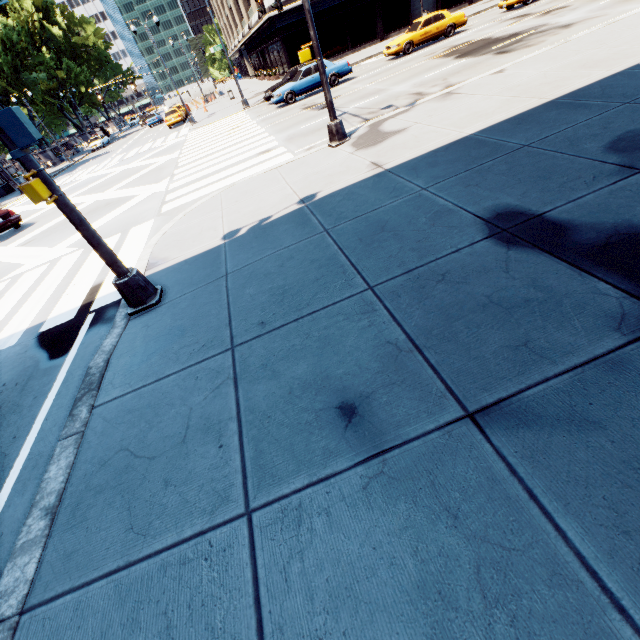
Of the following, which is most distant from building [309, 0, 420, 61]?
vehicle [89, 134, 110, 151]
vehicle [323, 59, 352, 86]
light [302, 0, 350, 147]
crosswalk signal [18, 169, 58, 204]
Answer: crosswalk signal [18, 169, 58, 204]

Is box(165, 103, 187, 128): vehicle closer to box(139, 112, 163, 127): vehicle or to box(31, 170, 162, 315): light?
box(139, 112, 163, 127): vehicle

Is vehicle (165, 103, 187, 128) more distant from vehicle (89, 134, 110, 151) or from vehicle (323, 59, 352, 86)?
vehicle (323, 59, 352, 86)

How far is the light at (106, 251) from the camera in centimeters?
457cm

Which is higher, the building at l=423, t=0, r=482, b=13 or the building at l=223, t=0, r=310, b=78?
the building at l=223, t=0, r=310, b=78

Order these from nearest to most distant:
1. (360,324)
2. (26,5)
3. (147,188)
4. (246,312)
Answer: (360,324)
(246,312)
(147,188)
(26,5)

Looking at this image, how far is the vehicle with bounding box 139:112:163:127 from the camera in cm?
4475

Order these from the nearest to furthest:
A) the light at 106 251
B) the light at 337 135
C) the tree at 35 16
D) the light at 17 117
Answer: the light at 17 117 < the light at 106 251 < the light at 337 135 < the tree at 35 16
